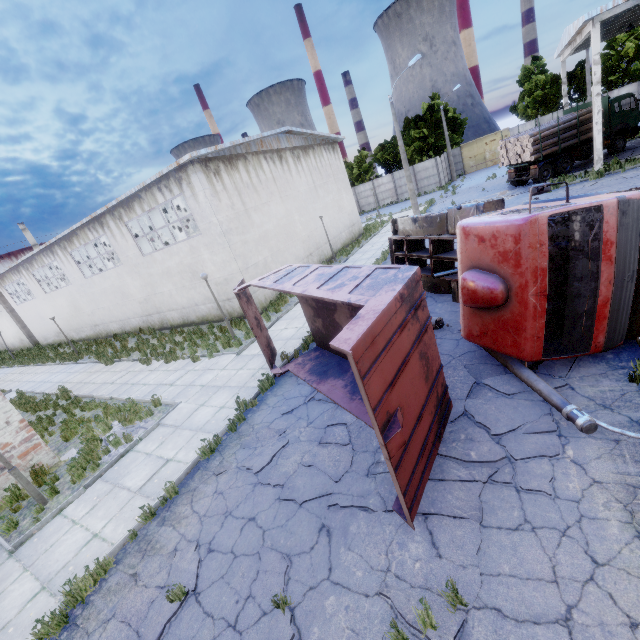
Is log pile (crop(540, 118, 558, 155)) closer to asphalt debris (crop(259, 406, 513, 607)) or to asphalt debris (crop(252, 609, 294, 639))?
asphalt debris (crop(259, 406, 513, 607))

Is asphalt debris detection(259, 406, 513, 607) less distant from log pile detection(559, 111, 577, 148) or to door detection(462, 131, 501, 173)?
log pile detection(559, 111, 577, 148)

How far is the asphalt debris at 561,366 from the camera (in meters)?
6.40

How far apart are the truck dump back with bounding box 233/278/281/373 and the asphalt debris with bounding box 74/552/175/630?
5.1m

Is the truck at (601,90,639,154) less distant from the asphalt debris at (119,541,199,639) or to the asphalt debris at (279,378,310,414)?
the asphalt debris at (279,378,310,414)

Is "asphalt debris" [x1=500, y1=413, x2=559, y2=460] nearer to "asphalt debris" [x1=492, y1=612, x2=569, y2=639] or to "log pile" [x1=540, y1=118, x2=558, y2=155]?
"asphalt debris" [x1=492, y1=612, x2=569, y2=639]

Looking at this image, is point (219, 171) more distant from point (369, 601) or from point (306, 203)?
point (369, 601)

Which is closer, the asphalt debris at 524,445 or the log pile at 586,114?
the asphalt debris at 524,445
